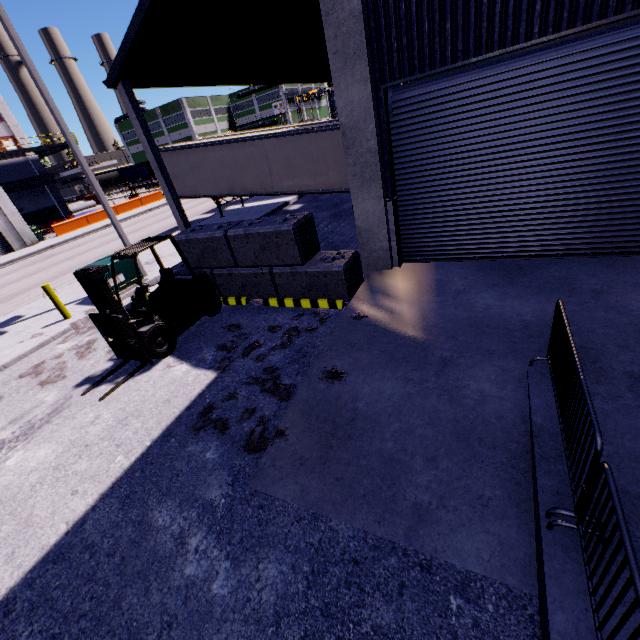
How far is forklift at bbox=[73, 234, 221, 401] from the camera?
6.3m

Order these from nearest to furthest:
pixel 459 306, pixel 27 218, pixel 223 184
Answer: pixel 459 306
pixel 223 184
pixel 27 218

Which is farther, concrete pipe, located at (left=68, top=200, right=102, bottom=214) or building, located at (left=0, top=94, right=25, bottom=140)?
concrete pipe, located at (left=68, top=200, right=102, bottom=214)

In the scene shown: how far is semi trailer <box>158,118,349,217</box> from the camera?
14.8 meters

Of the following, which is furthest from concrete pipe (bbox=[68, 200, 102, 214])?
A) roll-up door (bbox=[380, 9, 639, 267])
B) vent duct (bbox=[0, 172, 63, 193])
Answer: roll-up door (bbox=[380, 9, 639, 267])

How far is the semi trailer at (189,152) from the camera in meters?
14.8

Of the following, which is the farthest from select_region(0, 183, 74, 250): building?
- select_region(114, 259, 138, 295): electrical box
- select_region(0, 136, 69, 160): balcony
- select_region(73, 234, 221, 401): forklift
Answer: select_region(114, 259, 138, 295): electrical box

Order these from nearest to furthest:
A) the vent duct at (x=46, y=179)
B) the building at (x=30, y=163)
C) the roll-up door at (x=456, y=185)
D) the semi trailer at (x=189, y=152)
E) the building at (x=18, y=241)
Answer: the roll-up door at (x=456, y=185), the semi trailer at (x=189, y=152), the building at (x=18, y=241), the vent duct at (x=46, y=179), the building at (x=30, y=163)
